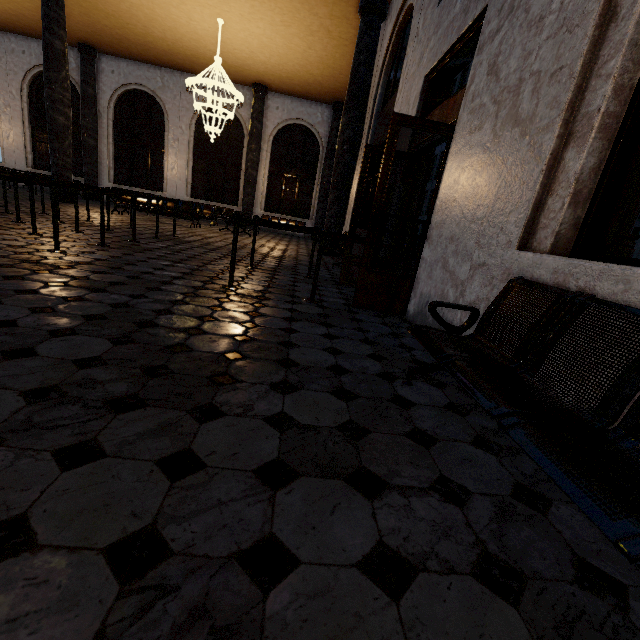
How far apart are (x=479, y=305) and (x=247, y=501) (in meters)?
2.20
